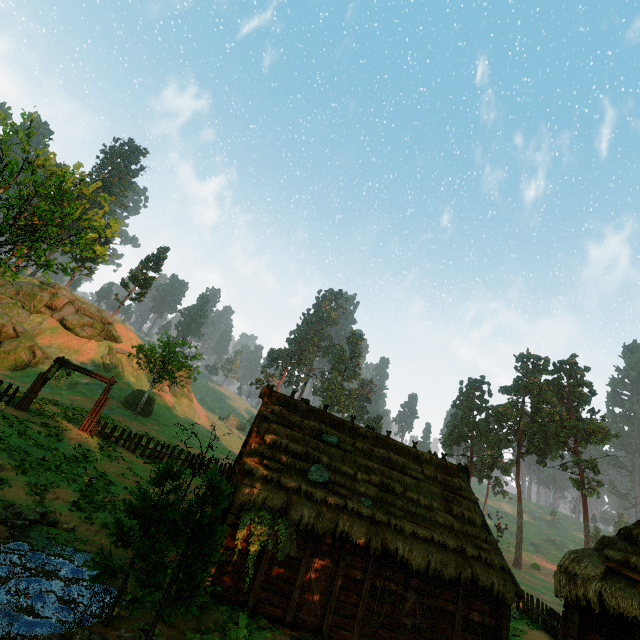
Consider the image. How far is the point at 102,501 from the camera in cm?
1540

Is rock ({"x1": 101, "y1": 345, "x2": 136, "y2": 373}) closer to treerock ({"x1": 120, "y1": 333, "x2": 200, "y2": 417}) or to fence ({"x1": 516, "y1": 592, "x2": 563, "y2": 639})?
treerock ({"x1": 120, "y1": 333, "x2": 200, "y2": 417})

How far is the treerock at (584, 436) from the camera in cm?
4941

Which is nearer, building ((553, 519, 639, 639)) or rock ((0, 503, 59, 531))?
building ((553, 519, 639, 639))

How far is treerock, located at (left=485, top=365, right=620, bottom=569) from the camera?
49.41m

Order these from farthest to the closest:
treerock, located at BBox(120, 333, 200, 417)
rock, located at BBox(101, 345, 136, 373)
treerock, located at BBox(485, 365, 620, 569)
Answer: treerock, located at BBox(485, 365, 620, 569)
rock, located at BBox(101, 345, 136, 373)
treerock, located at BBox(120, 333, 200, 417)

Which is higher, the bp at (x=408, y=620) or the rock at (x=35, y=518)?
the bp at (x=408, y=620)

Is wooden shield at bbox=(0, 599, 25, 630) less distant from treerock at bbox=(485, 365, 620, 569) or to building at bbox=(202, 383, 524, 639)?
treerock at bbox=(485, 365, 620, 569)
